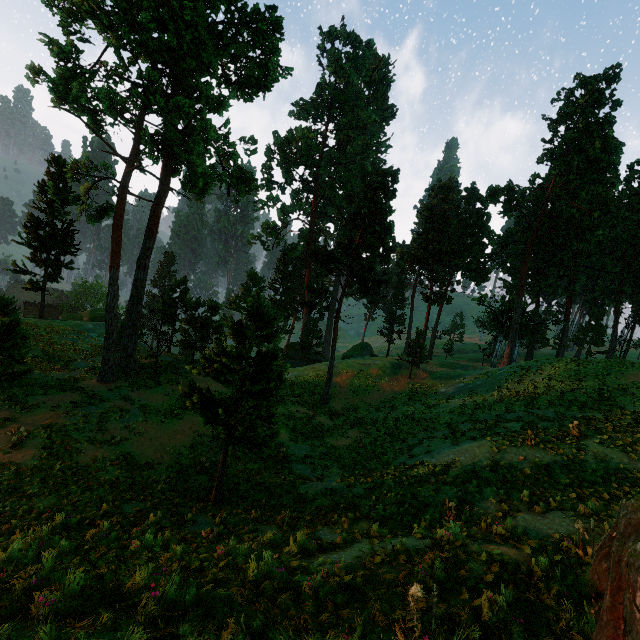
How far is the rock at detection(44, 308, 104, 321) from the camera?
37.2m

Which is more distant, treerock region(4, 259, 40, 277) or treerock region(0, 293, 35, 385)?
treerock region(4, 259, 40, 277)

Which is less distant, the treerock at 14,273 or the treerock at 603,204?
the treerock at 603,204

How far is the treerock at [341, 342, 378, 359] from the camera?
53.50m

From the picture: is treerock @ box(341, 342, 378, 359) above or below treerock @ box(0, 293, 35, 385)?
below

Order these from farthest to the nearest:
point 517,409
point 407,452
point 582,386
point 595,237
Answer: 1. point 595,237
2. point 582,386
3. point 517,409
4. point 407,452

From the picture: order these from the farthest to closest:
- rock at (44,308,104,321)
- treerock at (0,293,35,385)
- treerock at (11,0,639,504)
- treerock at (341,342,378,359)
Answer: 1. treerock at (341,342,378,359)
2. rock at (44,308,104,321)
3. treerock at (11,0,639,504)
4. treerock at (0,293,35,385)
